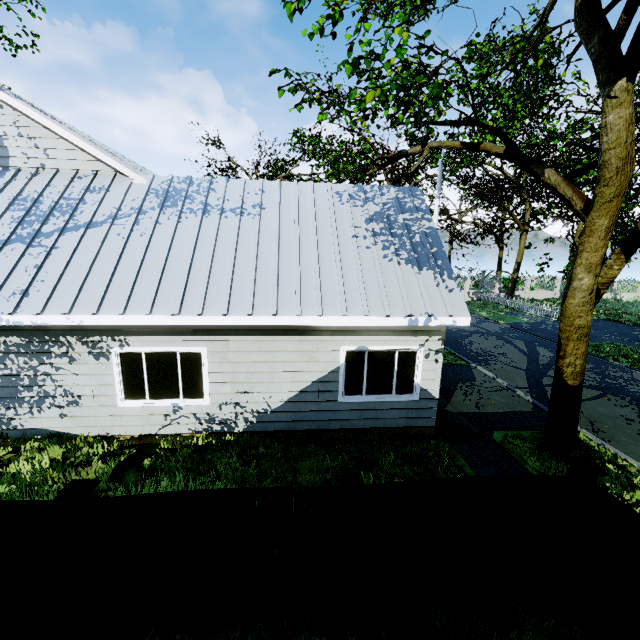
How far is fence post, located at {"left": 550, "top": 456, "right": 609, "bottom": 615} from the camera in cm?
373

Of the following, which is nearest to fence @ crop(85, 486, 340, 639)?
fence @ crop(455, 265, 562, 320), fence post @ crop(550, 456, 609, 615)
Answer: fence post @ crop(550, 456, 609, 615)

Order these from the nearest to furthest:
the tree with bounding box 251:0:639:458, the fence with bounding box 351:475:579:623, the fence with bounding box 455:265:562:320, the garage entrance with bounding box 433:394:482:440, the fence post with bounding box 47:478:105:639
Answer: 1. the fence post with bounding box 47:478:105:639
2. the fence with bounding box 351:475:579:623
3. the tree with bounding box 251:0:639:458
4. the garage entrance with bounding box 433:394:482:440
5. the fence with bounding box 455:265:562:320

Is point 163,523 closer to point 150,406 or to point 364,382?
point 150,406

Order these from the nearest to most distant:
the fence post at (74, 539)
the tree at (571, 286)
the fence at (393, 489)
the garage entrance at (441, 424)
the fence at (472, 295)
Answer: the fence post at (74, 539)
the fence at (393, 489)
the tree at (571, 286)
the garage entrance at (441, 424)
the fence at (472, 295)

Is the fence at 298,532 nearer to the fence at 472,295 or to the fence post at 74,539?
the fence post at 74,539

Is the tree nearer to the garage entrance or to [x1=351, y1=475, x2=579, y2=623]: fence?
[x1=351, y1=475, x2=579, y2=623]: fence
